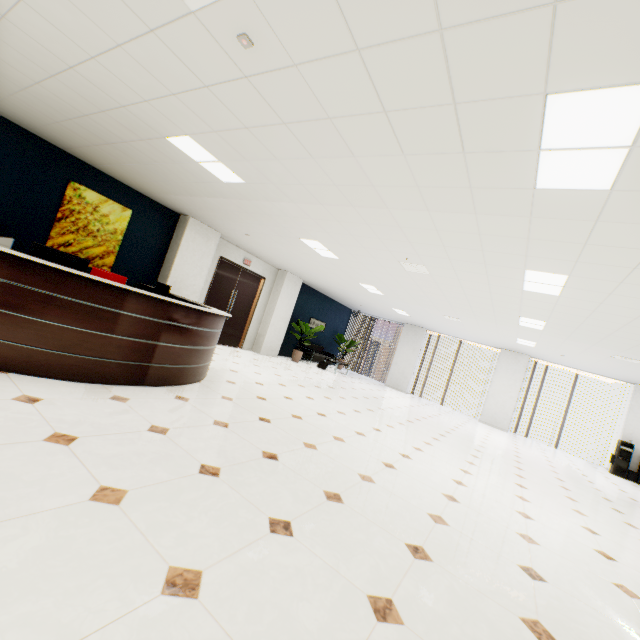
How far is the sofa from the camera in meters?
12.9

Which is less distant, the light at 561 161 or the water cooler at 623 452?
the light at 561 161

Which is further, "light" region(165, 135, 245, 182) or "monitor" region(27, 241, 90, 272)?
"light" region(165, 135, 245, 182)

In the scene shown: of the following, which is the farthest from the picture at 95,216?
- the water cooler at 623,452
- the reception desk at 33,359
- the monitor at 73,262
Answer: the water cooler at 623,452

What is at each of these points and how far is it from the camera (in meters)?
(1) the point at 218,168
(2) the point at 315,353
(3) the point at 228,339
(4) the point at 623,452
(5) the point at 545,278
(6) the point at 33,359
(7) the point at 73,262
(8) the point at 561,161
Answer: (1) light, 4.38
(2) sofa, 13.68
(3) door, 10.30
(4) water cooler, 10.06
(5) light, 4.44
(6) reception desk, 3.15
(7) monitor, 3.49
(8) light, 2.29

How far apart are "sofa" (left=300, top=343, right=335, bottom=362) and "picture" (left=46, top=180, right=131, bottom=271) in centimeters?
757cm

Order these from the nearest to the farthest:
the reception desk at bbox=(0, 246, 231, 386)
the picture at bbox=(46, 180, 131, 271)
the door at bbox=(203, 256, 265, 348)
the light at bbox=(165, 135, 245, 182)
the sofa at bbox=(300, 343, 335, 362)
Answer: the reception desk at bbox=(0, 246, 231, 386)
the light at bbox=(165, 135, 245, 182)
the picture at bbox=(46, 180, 131, 271)
the door at bbox=(203, 256, 265, 348)
the sofa at bbox=(300, 343, 335, 362)

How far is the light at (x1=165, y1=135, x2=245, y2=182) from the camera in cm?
391
